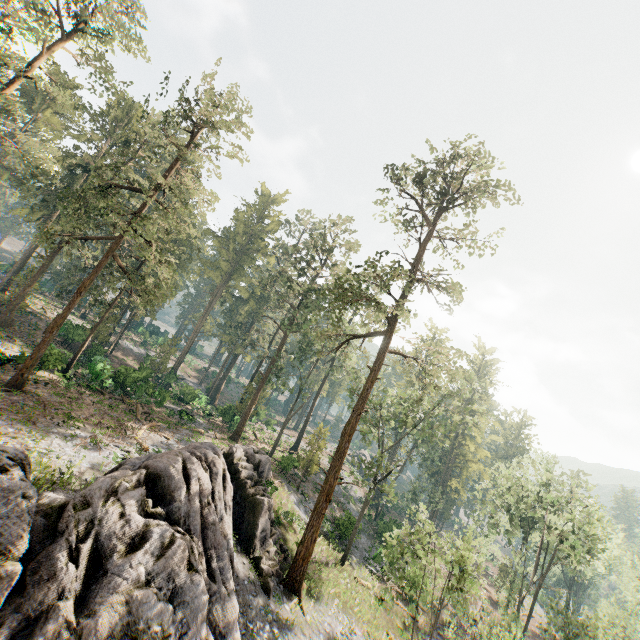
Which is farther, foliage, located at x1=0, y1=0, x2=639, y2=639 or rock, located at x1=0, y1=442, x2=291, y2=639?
foliage, located at x1=0, y1=0, x2=639, y2=639

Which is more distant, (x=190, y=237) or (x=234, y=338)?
(x=234, y=338)

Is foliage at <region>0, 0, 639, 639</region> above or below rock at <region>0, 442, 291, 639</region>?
above

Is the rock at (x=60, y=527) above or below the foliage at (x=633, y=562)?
below

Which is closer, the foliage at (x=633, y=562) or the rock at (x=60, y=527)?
the rock at (x=60, y=527)
